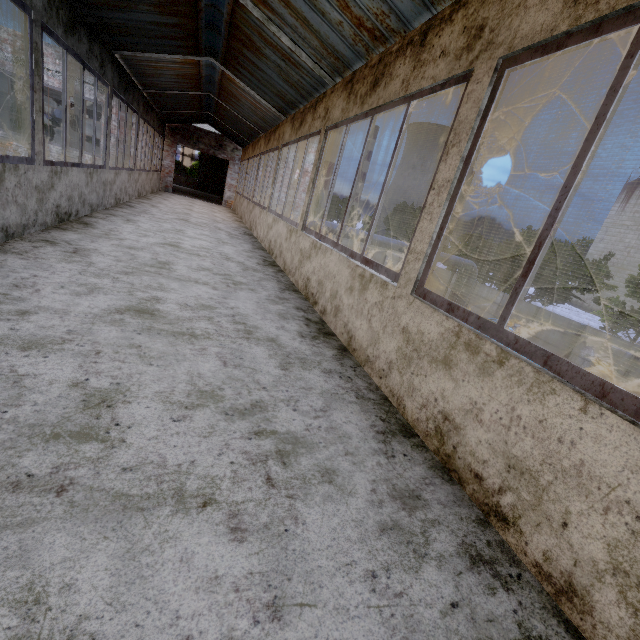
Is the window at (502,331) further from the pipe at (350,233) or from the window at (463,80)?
the pipe at (350,233)

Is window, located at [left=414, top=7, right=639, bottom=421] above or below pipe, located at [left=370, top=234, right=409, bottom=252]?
above

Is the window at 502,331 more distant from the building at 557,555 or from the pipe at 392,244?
the pipe at 392,244

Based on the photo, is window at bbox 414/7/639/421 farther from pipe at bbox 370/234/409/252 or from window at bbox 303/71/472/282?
pipe at bbox 370/234/409/252

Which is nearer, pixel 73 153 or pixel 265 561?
pixel 265 561

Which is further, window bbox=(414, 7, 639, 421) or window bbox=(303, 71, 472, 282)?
window bbox=(303, 71, 472, 282)

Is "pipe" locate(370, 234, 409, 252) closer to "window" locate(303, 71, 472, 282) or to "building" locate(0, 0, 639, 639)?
"building" locate(0, 0, 639, 639)

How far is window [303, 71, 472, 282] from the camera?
2.41m
